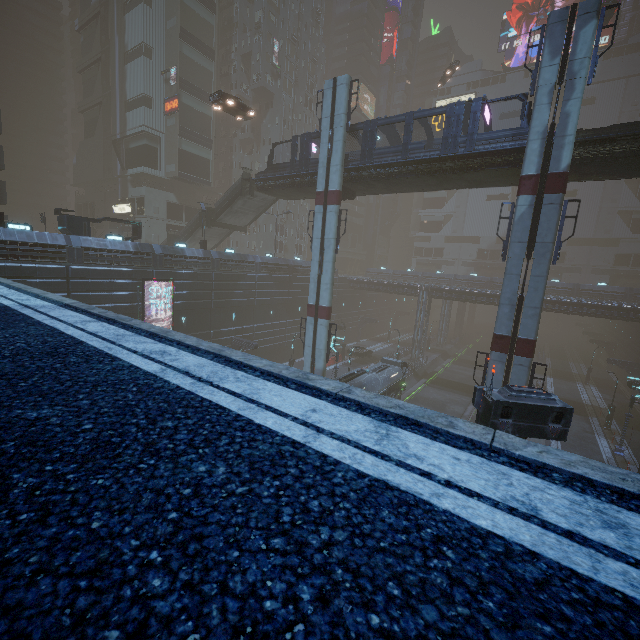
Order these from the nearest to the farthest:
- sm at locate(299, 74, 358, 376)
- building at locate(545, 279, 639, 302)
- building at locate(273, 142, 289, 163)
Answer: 1. sm at locate(299, 74, 358, 376)
2. building at locate(545, 279, 639, 302)
3. building at locate(273, 142, 289, 163)

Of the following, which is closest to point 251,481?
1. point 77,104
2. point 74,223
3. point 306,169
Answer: point 306,169

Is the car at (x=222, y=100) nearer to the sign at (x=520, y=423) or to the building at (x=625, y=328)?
the building at (x=625, y=328)

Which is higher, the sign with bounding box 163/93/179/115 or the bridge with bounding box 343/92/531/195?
the sign with bounding box 163/93/179/115

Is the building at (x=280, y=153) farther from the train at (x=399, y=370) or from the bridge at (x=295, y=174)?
the bridge at (x=295, y=174)

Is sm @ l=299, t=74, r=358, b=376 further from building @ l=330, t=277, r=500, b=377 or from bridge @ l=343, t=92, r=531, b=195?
building @ l=330, t=277, r=500, b=377

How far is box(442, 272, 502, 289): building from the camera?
55.2 meters
